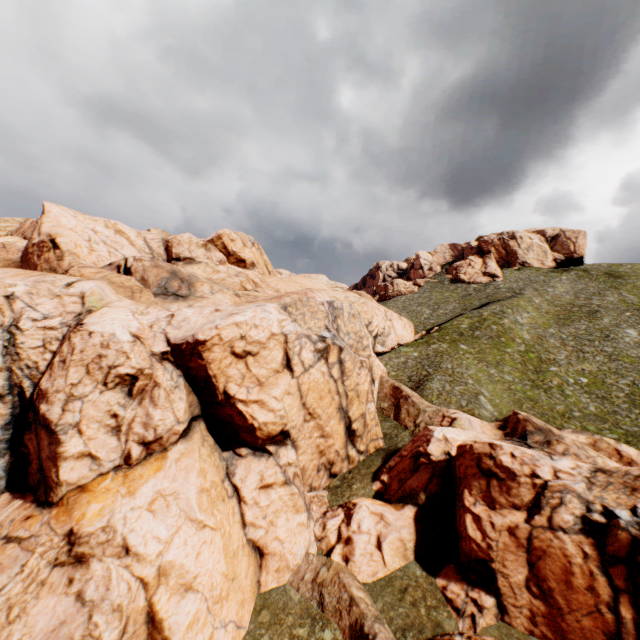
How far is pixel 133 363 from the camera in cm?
1966
